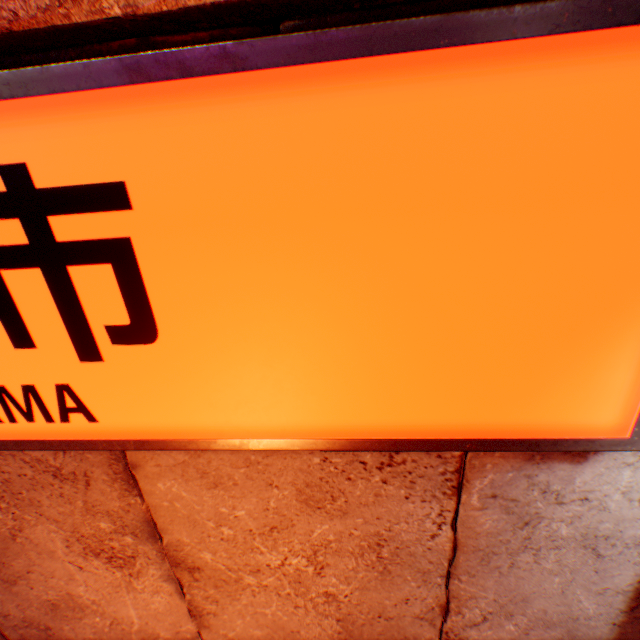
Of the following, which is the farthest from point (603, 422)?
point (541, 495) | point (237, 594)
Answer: point (237, 594)
